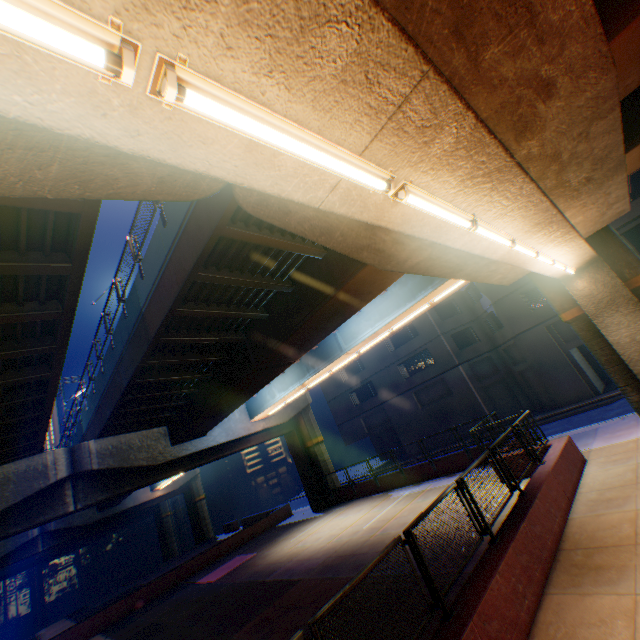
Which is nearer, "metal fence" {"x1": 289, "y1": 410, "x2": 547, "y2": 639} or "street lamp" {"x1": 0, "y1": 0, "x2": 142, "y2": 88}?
"street lamp" {"x1": 0, "y1": 0, "x2": 142, "y2": 88}

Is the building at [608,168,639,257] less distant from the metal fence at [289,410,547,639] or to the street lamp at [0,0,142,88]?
the metal fence at [289,410,547,639]

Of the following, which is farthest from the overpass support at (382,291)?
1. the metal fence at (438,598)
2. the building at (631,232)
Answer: the building at (631,232)

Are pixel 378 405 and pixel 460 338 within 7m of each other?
no

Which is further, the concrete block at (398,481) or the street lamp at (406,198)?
the concrete block at (398,481)

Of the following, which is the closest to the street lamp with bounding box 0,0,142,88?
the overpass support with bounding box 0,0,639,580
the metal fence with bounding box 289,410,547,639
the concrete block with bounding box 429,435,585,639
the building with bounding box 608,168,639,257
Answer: the overpass support with bounding box 0,0,639,580

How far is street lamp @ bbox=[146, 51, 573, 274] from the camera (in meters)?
1.83

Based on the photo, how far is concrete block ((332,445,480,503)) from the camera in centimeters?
1734cm
